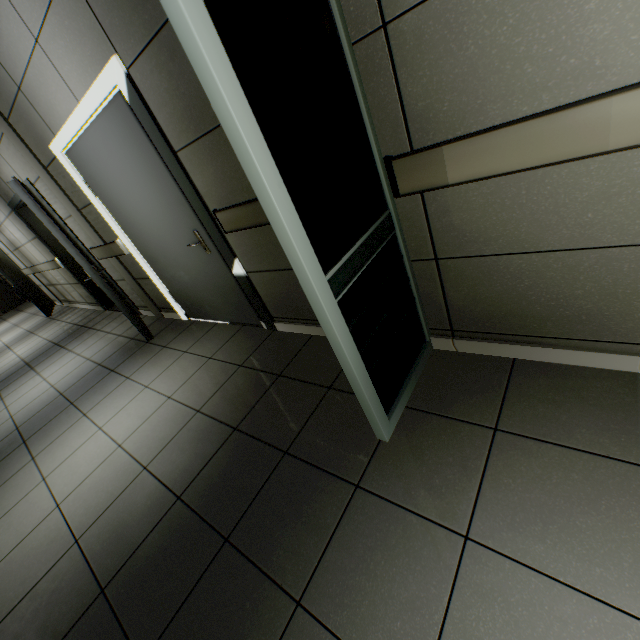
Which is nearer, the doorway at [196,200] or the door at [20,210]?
the doorway at [196,200]

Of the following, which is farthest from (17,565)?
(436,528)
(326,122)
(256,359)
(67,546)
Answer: (326,122)

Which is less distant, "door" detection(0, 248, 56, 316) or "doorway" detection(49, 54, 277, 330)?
"doorway" detection(49, 54, 277, 330)

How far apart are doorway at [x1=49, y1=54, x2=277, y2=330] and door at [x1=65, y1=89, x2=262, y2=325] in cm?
2

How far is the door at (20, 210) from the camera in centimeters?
321cm

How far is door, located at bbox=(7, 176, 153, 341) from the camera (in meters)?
3.21

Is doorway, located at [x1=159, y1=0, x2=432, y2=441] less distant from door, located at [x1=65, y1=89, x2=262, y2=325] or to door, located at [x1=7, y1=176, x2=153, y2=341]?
door, located at [x1=65, y1=89, x2=262, y2=325]

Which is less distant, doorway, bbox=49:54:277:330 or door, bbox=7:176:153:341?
doorway, bbox=49:54:277:330
